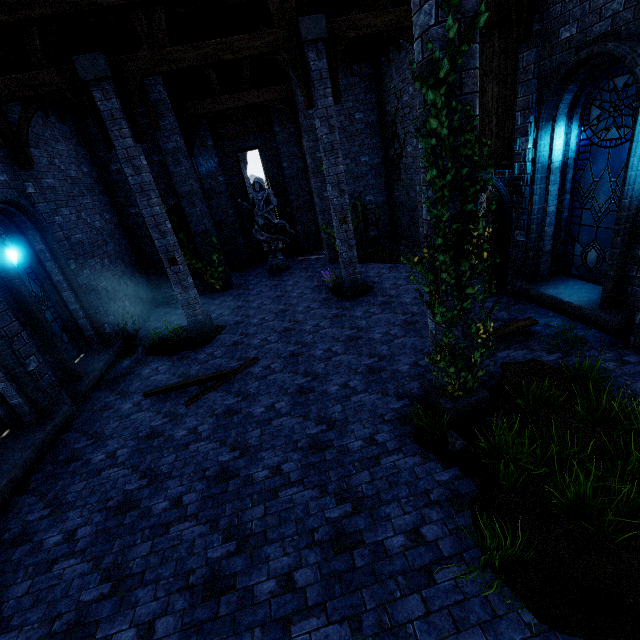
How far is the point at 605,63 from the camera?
5.1 meters

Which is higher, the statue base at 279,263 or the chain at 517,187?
the chain at 517,187

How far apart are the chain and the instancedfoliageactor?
5.3m

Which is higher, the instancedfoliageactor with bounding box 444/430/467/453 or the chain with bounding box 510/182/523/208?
the chain with bounding box 510/182/523/208

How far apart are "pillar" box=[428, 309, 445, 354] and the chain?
4.2m

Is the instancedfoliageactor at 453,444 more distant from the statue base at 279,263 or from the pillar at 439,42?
the statue base at 279,263

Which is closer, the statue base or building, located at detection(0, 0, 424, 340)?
building, located at detection(0, 0, 424, 340)

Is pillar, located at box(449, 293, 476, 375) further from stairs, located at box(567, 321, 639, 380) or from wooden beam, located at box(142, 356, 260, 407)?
wooden beam, located at box(142, 356, 260, 407)
